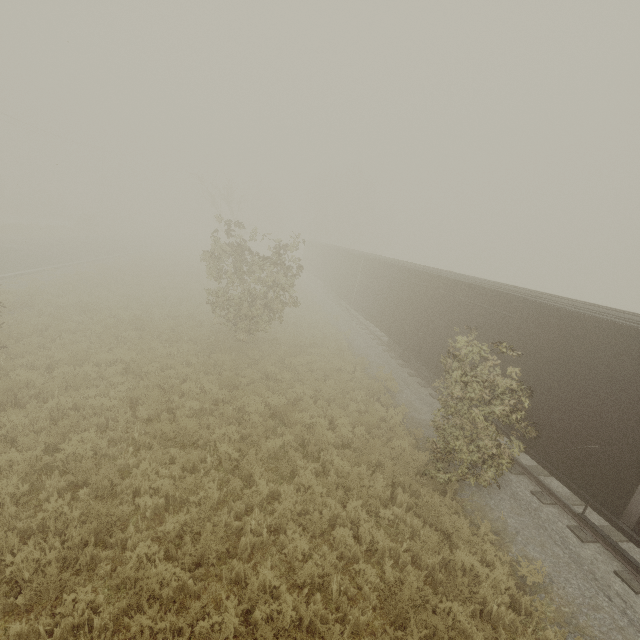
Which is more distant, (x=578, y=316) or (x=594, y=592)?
(x=578, y=316)
